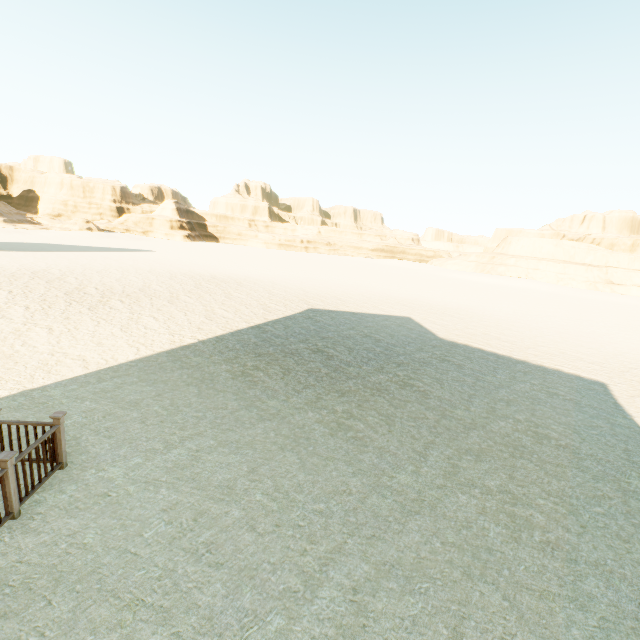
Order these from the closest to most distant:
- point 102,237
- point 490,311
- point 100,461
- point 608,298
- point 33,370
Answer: point 100,461, point 33,370, point 490,311, point 608,298, point 102,237
